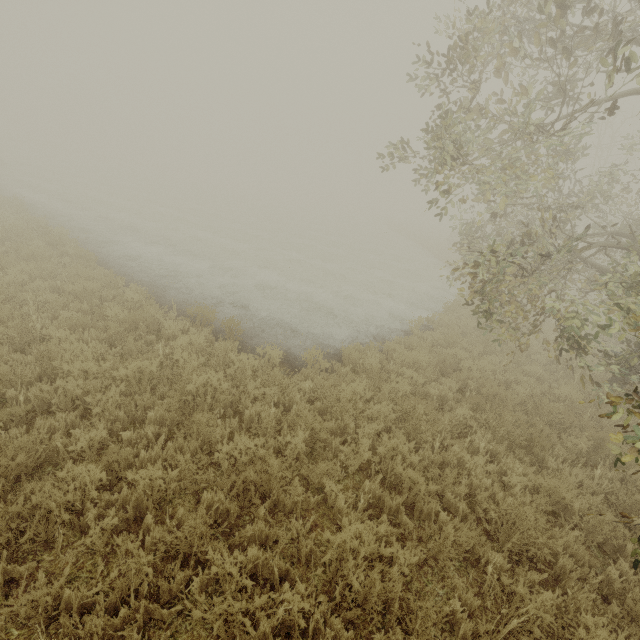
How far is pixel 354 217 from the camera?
54.6 meters
